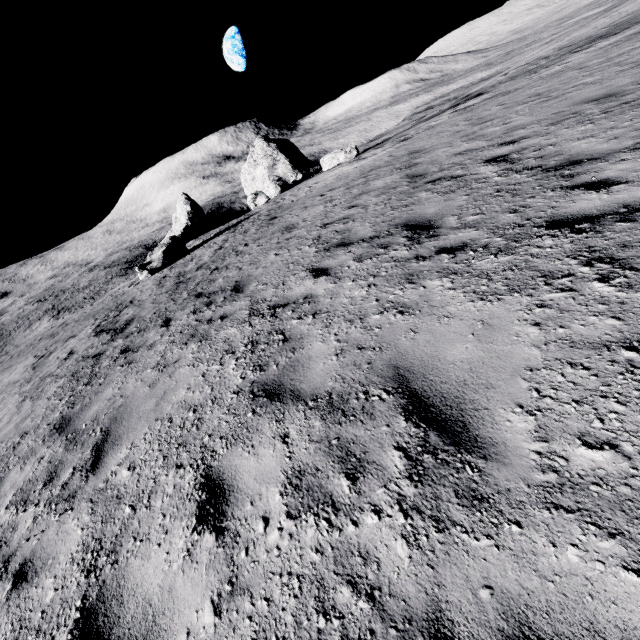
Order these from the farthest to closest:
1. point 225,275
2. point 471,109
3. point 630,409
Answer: point 471,109 < point 225,275 < point 630,409

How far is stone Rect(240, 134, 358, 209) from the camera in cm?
2478

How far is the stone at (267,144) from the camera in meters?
24.8 m
